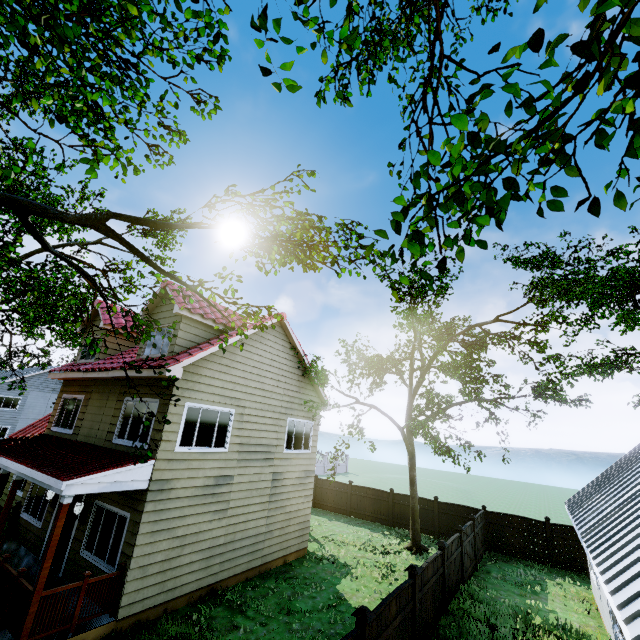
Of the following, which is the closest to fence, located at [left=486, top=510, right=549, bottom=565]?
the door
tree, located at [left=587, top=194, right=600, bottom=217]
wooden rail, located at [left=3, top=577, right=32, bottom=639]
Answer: wooden rail, located at [left=3, top=577, right=32, bottom=639]

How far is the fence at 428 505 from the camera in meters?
18.3

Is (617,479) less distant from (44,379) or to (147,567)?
(147,567)

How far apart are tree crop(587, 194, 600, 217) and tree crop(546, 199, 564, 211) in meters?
0.3

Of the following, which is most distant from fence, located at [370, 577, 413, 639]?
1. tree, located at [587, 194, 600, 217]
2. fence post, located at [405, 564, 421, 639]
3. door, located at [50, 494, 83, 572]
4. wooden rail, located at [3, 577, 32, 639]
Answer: tree, located at [587, 194, 600, 217]

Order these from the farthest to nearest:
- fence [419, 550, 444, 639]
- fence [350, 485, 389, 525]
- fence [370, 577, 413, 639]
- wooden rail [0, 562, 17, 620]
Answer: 1. fence [350, 485, 389, 525]
2. fence [419, 550, 444, 639]
3. wooden rail [0, 562, 17, 620]
4. fence [370, 577, 413, 639]

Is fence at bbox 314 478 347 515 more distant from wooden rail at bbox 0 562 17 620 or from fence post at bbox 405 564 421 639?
wooden rail at bbox 0 562 17 620

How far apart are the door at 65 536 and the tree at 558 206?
13.5 meters
